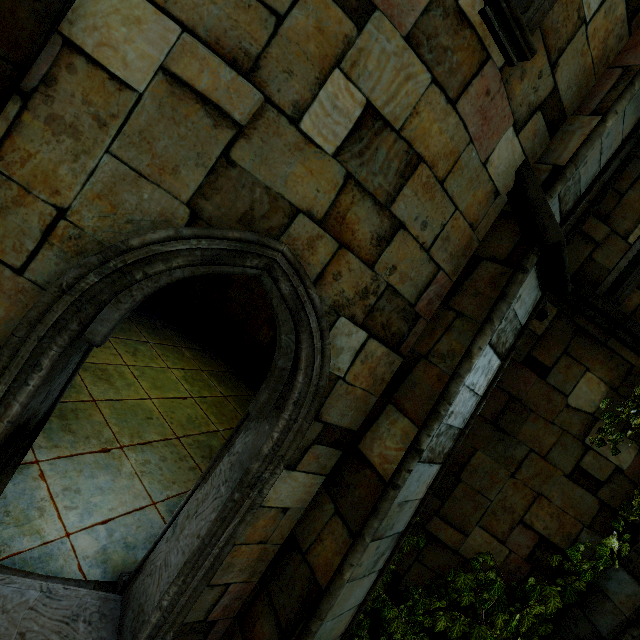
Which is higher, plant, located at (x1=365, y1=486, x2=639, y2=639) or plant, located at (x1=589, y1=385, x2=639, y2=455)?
plant, located at (x1=589, y1=385, x2=639, y2=455)

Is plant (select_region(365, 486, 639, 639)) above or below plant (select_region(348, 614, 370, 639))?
above

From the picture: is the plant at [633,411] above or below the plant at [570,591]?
above

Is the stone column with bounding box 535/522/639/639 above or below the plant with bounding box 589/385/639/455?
below

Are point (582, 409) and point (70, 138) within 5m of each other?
no

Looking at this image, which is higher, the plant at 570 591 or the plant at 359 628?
the plant at 570 591

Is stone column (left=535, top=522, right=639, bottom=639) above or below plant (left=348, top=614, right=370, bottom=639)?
above
